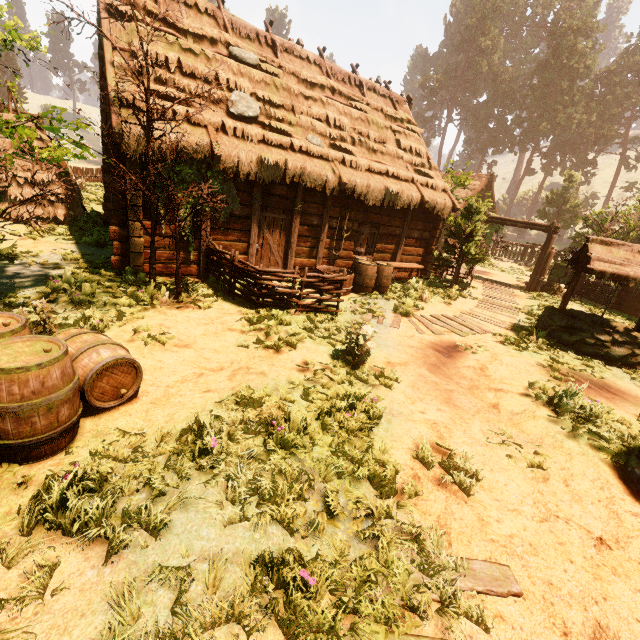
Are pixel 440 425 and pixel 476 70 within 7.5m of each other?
no

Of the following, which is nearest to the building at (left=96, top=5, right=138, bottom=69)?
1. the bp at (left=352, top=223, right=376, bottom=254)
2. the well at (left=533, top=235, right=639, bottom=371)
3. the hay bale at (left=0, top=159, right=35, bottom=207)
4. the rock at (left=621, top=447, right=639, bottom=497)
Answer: the bp at (left=352, top=223, right=376, bottom=254)

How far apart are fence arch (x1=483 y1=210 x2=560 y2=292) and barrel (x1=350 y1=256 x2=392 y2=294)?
9.2m

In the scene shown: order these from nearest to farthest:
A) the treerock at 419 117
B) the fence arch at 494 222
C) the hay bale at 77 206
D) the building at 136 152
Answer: the building at 136 152 < the hay bale at 77 206 < the fence arch at 494 222 < the treerock at 419 117

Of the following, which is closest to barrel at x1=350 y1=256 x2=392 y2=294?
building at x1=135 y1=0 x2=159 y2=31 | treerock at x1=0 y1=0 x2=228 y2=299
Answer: building at x1=135 y1=0 x2=159 y2=31

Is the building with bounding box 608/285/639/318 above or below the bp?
below

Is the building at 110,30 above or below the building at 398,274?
above
